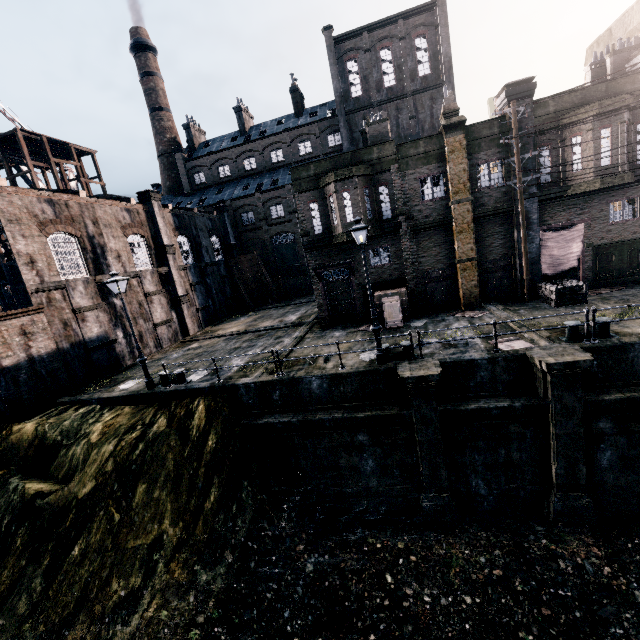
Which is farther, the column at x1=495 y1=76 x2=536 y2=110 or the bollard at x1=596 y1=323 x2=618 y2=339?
the column at x1=495 y1=76 x2=536 y2=110

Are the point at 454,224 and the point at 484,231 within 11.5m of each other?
yes

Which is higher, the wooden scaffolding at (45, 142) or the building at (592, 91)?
the wooden scaffolding at (45, 142)

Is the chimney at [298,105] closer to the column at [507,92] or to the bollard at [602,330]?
the column at [507,92]

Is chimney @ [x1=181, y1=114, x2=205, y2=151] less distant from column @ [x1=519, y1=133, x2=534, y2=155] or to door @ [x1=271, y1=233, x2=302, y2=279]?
door @ [x1=271, y1=233, x2=302, y2=279]

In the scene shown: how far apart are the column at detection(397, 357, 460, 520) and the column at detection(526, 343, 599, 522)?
2.9m

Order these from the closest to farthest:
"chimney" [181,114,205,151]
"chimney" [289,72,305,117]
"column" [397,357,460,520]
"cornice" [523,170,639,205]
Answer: "column" [397,357,460,520] < "cornice" [523,170,639,205] < "chimney" [289,72,305,117] < "chimney" [181,114,205,151]

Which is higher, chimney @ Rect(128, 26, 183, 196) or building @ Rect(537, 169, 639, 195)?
chimney @ Rect(128, 26, 183, 196)
